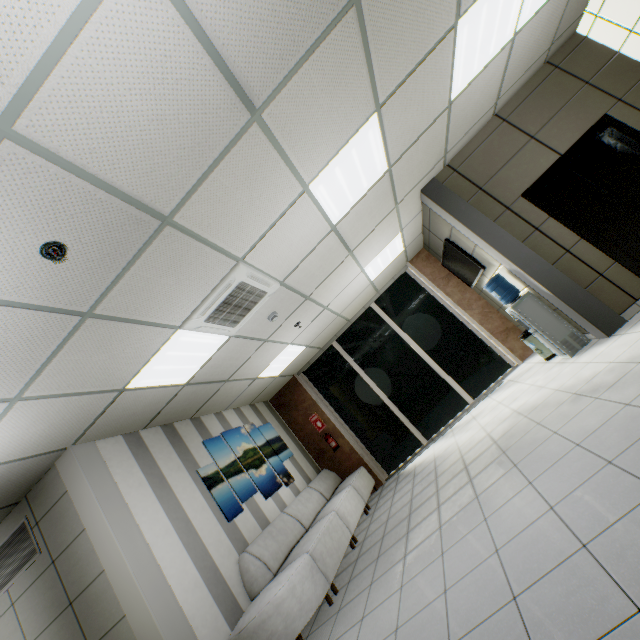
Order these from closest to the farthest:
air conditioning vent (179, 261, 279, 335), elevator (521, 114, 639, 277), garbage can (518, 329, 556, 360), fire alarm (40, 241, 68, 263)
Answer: fire alarm (40, 241, 68, 263) → air conditioning vent (179, 261, 279, 335) → elevator (521, 114, 639, 277) → garbage can (518, 329, 556, 360)

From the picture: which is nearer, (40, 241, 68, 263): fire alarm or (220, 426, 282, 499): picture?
(40, 241, 68, 263): fire alarm

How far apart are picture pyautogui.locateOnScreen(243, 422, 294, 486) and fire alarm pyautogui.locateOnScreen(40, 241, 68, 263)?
3.9 meters

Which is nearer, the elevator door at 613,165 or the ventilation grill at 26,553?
the ventilation grill at 26,553

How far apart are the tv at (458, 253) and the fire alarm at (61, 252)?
5.38m

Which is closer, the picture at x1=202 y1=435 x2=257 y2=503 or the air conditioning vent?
the air conditioning vent

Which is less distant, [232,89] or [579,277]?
[232,89]

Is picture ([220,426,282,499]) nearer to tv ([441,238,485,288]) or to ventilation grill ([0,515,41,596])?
ventilation grill ([0,515,41,596])
